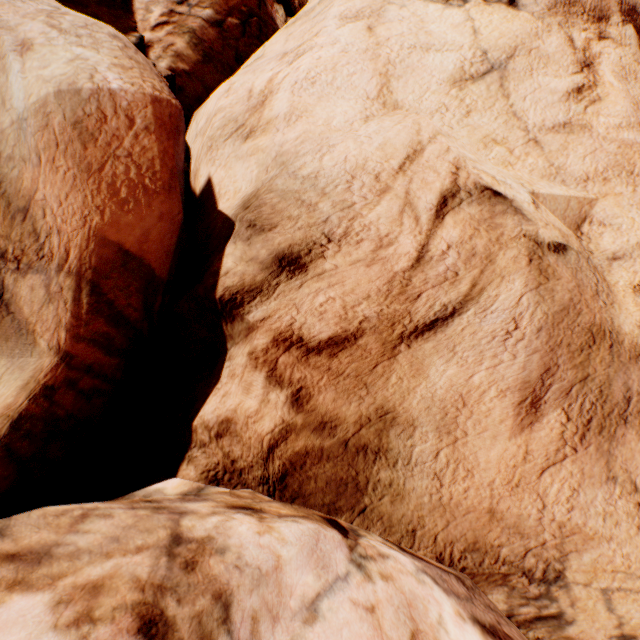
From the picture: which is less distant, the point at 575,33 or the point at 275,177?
the point at 275,177
